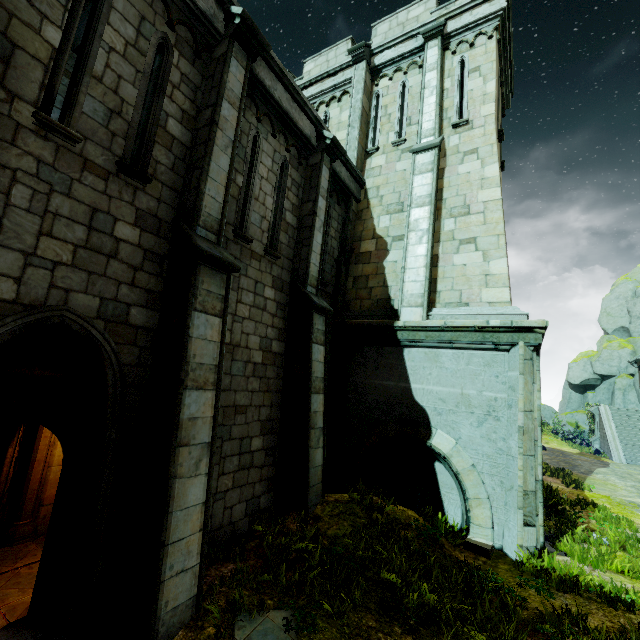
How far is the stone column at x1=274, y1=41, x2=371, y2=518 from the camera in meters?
6.9

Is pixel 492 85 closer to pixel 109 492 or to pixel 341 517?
pixel 341 517

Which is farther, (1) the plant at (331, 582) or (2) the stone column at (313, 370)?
(2) the stone column at (313, 370)

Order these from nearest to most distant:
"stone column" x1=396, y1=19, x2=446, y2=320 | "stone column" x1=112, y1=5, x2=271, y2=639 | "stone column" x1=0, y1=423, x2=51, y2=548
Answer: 1. "stone column" x1=112, y1=5, x2=271, y2=639
2. "stone column" x1=0, y1=423, x2=51, y2=548
3. "stone column" x1=396, y1=19, x2=446, y2=320

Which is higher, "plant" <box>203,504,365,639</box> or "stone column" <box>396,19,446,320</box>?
"stone column" <box>396,19,446,320</box>

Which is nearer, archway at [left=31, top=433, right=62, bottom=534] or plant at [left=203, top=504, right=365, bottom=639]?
plant at [left=203, top=504, right=365, bottom=639]

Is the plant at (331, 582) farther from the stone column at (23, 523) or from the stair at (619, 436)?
the stair at (619, 436)

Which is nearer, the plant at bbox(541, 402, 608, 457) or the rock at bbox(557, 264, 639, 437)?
the plant at bbox(541, 402, 608, 457)
